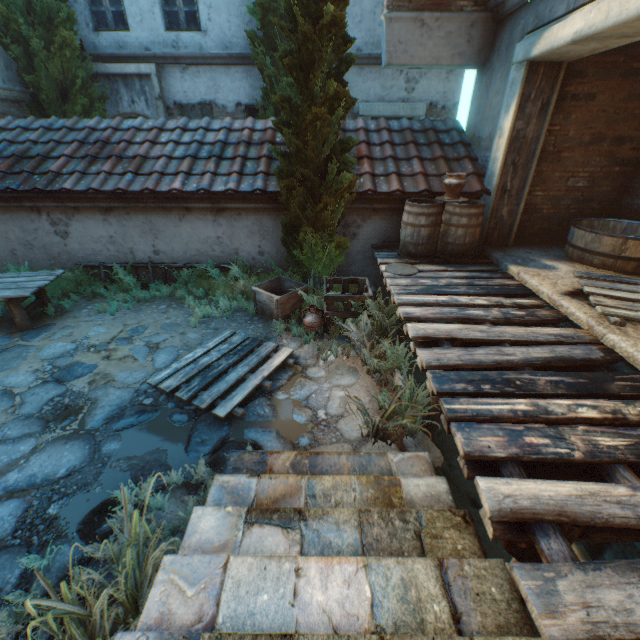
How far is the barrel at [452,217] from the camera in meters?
5.4 m

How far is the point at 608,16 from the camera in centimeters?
334cm

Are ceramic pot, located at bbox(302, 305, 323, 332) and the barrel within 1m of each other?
no

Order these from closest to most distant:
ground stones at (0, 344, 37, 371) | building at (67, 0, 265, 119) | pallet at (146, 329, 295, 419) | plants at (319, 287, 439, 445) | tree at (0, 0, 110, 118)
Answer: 1. plants at (319, 287, 439, 445)
2. pallet at (146, 329, 295, 419)
3. ground stones at (0, 344, 37, 371)
4. tree at (0, 0, 110, 118)
5. building at (67, 0, 265, 119)

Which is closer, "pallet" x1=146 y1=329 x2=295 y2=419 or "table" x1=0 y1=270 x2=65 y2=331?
"pallet" x1=146 y1=329 x2=295 y2=419

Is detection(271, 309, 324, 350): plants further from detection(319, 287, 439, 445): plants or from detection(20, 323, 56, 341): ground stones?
detection(319, 287, 439, 445): plants

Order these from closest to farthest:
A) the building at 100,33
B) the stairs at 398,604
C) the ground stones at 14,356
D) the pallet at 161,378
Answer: the stairs at 398,604 < the pallet at 161,378 < the ground stones at 14,356 < the building at 100,33

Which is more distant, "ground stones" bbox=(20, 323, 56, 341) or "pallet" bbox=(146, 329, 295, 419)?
"ground stones" bbox=(20, 323, 56, 341)
